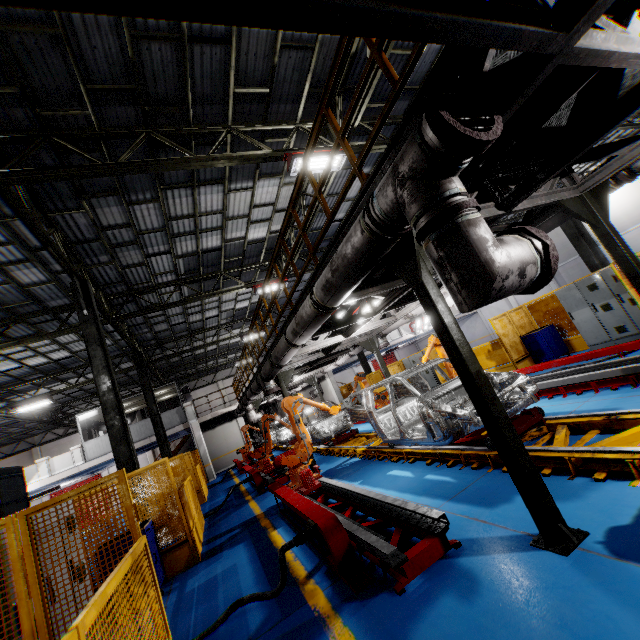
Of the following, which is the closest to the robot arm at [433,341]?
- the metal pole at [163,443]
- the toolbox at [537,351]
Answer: the toolbox at [537,351]

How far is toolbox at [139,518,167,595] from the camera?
5.9 meters

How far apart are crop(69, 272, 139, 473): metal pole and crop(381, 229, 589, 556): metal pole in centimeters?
821cm

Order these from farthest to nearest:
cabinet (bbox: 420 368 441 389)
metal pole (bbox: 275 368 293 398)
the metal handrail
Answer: cabinet (bbox: 420 368 441 389), metal pole (bbox: 275 368 293 398), the metal handrail

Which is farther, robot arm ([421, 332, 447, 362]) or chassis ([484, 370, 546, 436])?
robot arm ([421, 332, 447, 362])

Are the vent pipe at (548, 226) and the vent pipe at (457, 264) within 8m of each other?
yes

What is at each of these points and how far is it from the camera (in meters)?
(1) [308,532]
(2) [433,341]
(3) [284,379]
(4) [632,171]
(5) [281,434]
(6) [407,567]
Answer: (1) plug, 4.34
(2) robot arm, 9.72
(3) metal pole, 10.87
(4) vent pipe, 4.85
(5) chassis, 19.73
(6) metal platform, 3.30

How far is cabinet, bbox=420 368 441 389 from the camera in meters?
17.0 m
